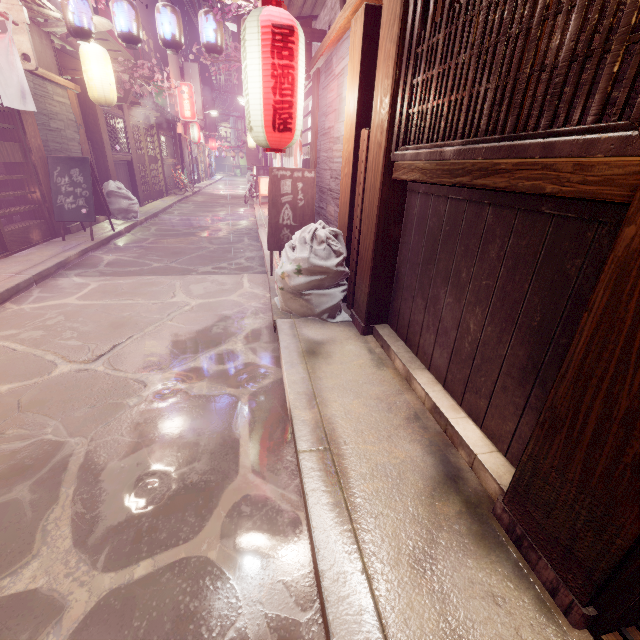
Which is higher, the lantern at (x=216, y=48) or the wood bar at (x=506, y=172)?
the lantern at (x=216, y=48)

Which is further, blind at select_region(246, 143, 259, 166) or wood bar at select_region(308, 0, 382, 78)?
blind at select_region(246, 143, 259, 166)

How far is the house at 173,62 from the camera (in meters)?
30.08

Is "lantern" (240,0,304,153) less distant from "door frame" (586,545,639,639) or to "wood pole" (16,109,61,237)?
"door frame" (586,545,639,639)

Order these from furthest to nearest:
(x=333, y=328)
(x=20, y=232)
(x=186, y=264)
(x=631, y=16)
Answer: (x=186, y=264) < (x=20, y=232) < (x=333, y=328) < (x=631, y=16)

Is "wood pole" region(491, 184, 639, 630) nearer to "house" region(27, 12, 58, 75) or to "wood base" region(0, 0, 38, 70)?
"house" region(27, 12, 58, 75)

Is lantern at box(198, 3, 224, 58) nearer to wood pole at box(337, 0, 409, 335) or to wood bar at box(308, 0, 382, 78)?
wood bar at box(308, 0, 382, 78)

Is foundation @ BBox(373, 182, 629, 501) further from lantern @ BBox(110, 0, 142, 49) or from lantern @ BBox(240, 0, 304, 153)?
lantern @ BBox(110, 0, 142, 49)
